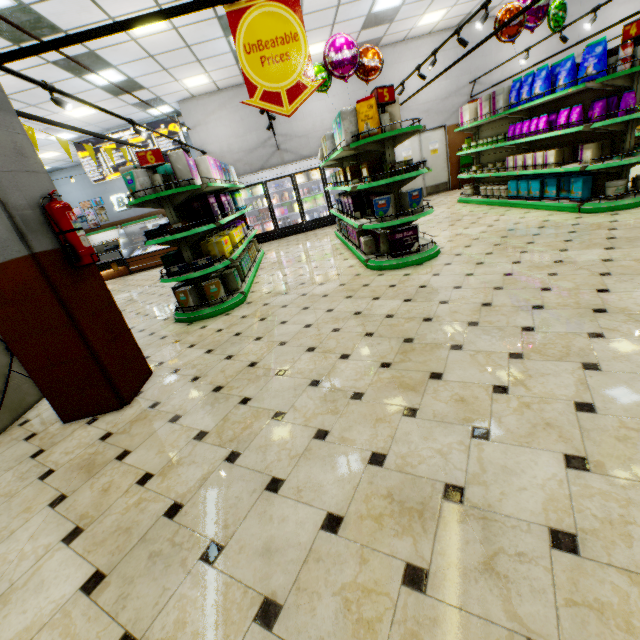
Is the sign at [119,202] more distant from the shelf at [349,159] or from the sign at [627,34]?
the sign at [627,34]

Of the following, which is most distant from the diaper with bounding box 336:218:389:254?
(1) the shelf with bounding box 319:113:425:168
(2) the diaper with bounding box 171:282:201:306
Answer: (2) the diaper with bounding box 171:282:201:306

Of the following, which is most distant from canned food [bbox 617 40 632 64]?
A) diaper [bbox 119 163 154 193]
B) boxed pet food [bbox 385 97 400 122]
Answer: diaper [bbox 119 163 154 193]

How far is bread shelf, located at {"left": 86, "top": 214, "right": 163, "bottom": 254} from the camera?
16.3 meters

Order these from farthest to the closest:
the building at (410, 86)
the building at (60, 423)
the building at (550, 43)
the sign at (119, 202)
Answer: the sign at (119, 202), the building at (550, 43), the building at (410, 86), the building at (60, 423)

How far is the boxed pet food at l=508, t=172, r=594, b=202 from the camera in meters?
5.5 m

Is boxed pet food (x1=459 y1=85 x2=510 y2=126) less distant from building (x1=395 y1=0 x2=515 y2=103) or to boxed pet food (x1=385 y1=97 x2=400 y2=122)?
building (x1=395 y1=0 x2=515 y2=103)

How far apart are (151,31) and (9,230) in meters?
6.5 m
